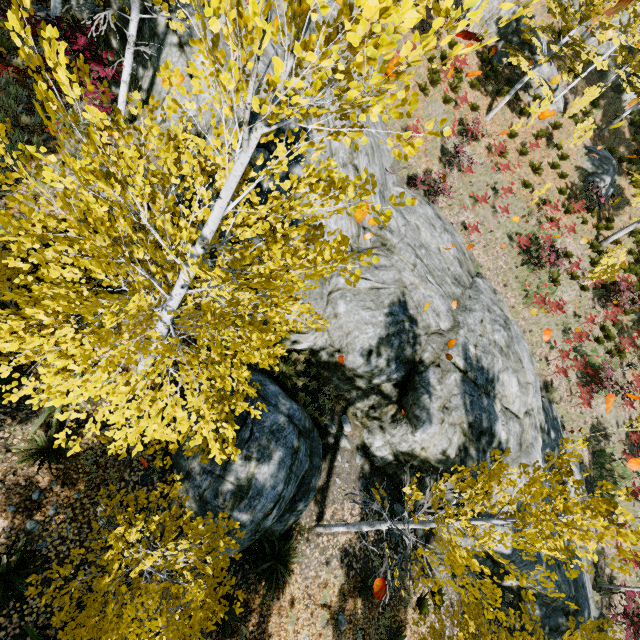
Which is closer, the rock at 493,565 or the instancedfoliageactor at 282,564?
the instancedfoliageactor at 282,564

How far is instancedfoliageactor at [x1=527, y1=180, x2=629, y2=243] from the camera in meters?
17.5 m

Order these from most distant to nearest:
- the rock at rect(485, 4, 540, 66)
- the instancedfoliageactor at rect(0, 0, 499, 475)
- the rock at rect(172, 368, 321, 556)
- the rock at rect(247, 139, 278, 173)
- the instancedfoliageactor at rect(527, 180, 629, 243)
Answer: the rock at rect(485, 4, 540, 66)
the instancedfoliageactor at rect(527, 180, 629, 243)
the rock at rect(247, 139, 278, 173)
the rock at rect(172, 368, 321, 556)
the instancedfoliageactor at rect(0, 0, 499, 475)

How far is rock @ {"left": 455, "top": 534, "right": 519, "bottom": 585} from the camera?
10.5 meters

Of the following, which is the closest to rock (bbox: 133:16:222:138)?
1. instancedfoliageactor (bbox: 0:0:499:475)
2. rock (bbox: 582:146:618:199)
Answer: instancedfoliageactor (bbox: 0:0:499:475)

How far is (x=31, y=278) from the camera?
4.3m
